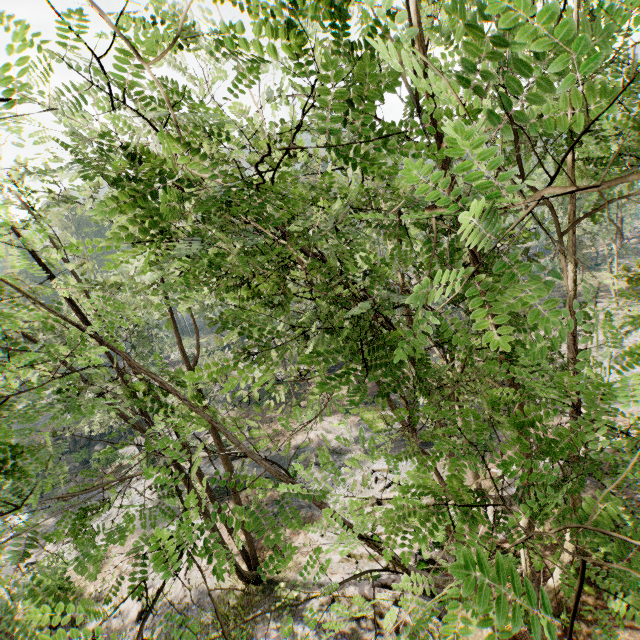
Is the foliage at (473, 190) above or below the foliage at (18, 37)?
below

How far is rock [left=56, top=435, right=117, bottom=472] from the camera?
37.6 meters

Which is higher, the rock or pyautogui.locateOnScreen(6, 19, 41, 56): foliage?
pyautogui.locateOnScreen(6, 19, 41, 56): foliage

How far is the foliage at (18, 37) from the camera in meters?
1.6 m

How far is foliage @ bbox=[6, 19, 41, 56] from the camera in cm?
162

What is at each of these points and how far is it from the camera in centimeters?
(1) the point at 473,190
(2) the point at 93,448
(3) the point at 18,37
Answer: (1) foliage, 226cm
(2) rock, 4081cm
(3) foliage, 164cm

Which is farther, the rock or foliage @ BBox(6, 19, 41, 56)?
the rock
